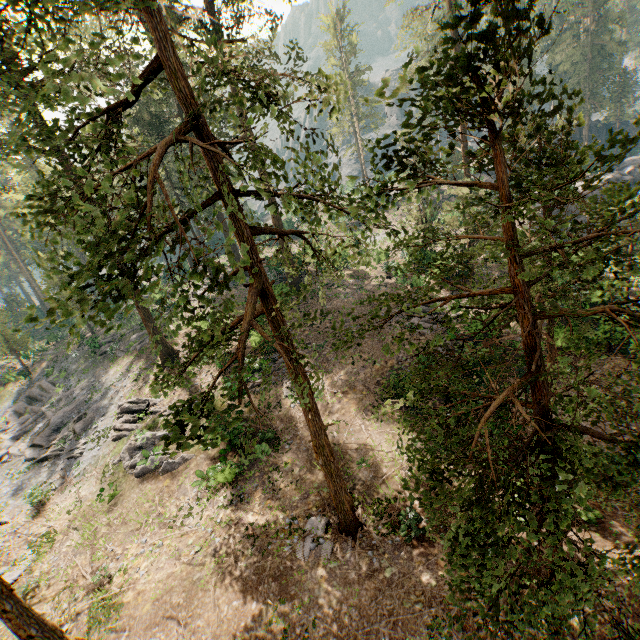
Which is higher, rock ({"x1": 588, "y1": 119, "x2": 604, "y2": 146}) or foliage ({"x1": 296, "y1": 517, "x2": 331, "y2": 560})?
rock ({"x1": 588, "y1": 119, "x2": 604, "y2": 146})

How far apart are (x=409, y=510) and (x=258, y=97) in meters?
17.2

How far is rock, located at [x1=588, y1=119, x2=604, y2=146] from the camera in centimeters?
5769cm

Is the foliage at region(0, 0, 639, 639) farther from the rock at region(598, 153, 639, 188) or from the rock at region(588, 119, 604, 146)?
the rock at region(598, 153, 639, 188)

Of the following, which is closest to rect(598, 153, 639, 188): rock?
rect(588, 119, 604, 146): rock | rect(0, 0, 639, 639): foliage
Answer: rect(0, 0, 639, 639): foliage

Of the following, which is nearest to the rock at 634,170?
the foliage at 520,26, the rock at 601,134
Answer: the foliage at 520,26
